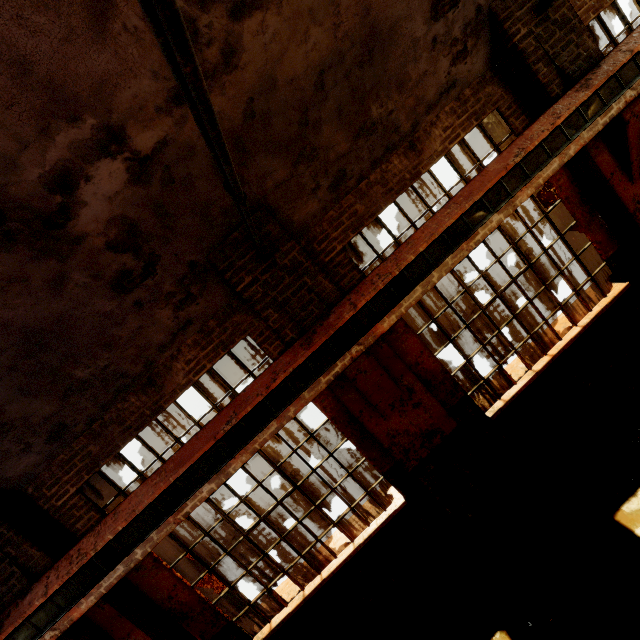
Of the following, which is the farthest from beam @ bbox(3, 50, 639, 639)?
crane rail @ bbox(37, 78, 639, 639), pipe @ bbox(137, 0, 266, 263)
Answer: pipe @ bbox(137, 0, 266, 263)

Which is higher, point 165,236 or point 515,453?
point 165,236

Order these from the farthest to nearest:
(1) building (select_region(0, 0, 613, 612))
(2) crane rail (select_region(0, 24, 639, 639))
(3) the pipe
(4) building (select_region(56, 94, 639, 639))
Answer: (4) building (select_region(56, 94, 639, 639))
(2) crane rail (select_region(0, 24, 639, 639))
(1) building (select_region(0, 0, 613, 612))
(3) the pipe

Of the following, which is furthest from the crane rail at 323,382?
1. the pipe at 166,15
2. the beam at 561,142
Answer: the pipe at 166,15

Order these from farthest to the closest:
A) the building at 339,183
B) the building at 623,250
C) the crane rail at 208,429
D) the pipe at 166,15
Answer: the building at 623,250
the crane rail at 208,429
the building at 339,183
the pipe at 166,15

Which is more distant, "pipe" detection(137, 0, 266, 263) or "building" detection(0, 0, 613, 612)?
"building" detection(0, 0, 613, 612)

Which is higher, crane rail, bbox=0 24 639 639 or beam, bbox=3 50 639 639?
crane rail, bbox=0 24 639 639
